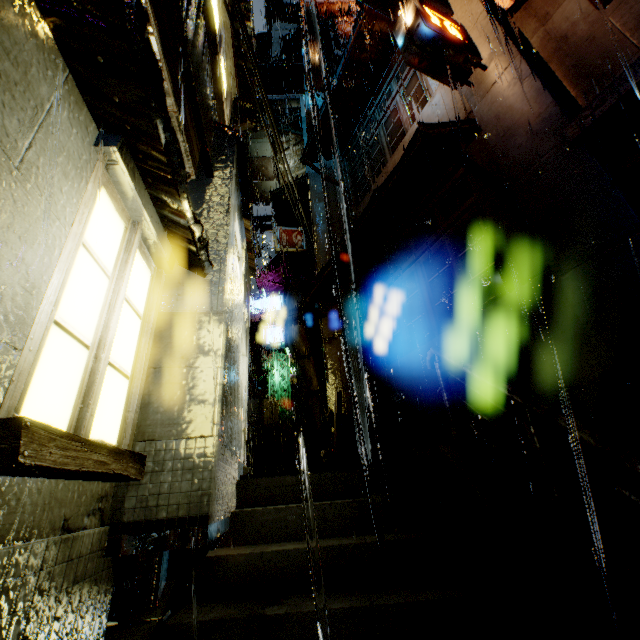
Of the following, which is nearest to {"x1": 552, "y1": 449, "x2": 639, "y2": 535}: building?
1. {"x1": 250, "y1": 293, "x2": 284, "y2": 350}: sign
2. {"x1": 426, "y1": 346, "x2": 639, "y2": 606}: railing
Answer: {"x1": 250, "y1": 293, "x2": 284, "y2": 350}: sign

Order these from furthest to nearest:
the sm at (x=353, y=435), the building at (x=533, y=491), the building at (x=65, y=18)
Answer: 1. the sm at (x=353, y=435)
2. the building at (x=533, y=491)
3. the building at (x=65, y=18)

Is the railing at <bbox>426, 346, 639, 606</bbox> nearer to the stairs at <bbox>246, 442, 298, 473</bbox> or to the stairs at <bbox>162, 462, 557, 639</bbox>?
the stairs at <bbox>162, 462, 557, 639</bbox>

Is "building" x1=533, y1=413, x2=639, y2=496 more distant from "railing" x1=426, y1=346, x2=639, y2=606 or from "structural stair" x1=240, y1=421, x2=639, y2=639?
"railing" x1=426, y1=346, x2=639, y2=606

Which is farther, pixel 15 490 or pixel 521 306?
pixel 521 306

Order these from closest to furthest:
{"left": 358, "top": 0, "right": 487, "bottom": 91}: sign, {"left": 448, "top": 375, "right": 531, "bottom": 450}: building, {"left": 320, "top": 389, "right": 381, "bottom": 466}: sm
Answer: {"left": 448, "top": 375, "right": 531, "bottom": 450}: building, {"left": 358, "top": 0, "right": 487, "bottom": 91}: sign, {"left": 320, "top": 389, "right": 381, "bottom": 466}: sm

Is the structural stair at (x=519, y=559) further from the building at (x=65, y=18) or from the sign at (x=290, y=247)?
the sign at (x=290, y=247)
